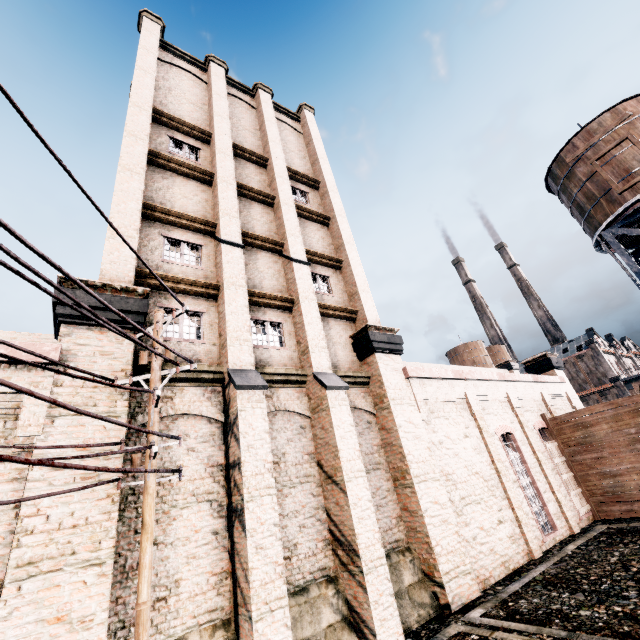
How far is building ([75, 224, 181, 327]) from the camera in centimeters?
889cm

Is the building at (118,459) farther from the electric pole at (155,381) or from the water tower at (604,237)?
A: the water tower at (604,237)

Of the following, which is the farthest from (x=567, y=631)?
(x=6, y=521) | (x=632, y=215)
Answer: (x=632, y=215)

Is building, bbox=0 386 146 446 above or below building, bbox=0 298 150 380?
below

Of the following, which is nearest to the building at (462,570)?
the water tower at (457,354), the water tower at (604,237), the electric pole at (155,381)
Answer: the electric pole at (155,381)

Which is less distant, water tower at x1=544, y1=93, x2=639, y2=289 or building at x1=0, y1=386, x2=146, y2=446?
building at x1=0, y1=386, x2=146, y2=446

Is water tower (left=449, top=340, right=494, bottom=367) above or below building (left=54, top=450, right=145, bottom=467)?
above

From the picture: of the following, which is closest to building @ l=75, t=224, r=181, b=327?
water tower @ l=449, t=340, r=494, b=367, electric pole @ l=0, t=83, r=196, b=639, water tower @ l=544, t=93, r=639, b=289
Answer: electric pole @ l=0, t=83, r=196, b=639
